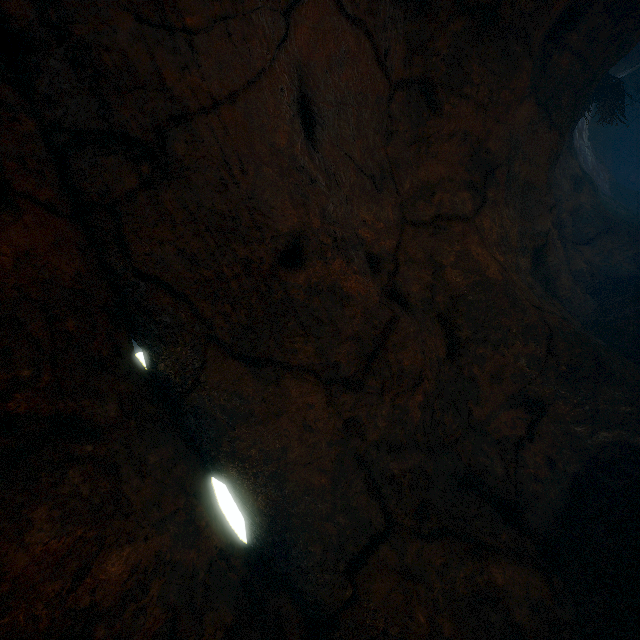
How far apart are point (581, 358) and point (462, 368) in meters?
1.4
